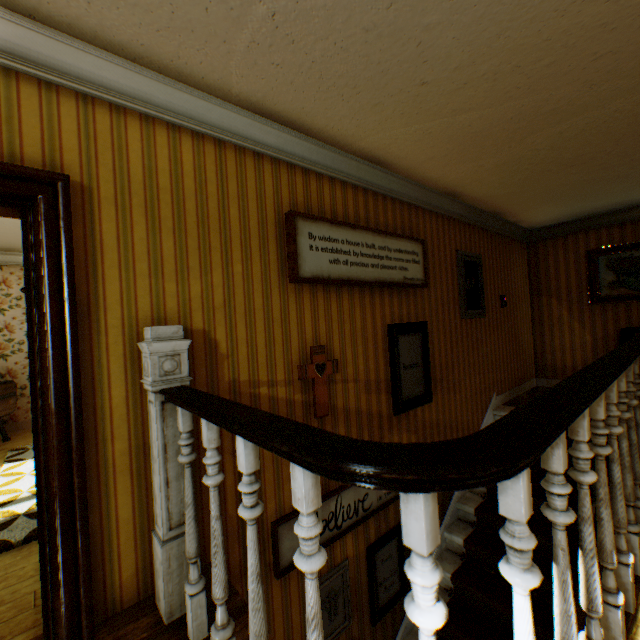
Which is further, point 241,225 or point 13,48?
A: point 241,225

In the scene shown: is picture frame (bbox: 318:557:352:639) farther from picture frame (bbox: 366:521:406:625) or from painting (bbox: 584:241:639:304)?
painting (bbox: 584:241:639:304)

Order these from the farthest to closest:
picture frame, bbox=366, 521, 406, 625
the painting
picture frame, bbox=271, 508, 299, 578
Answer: the painting < picture frame, bbox=366, 521, 406, 625 < picture frame, bbox=271, 508, 299, 578

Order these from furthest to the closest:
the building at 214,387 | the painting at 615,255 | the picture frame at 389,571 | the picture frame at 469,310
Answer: the painting at 615,255 < the picture frame at 469,310 < the picture frame at 389,571 < the building at 214,387

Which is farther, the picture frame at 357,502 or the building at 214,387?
the picture frame at 357,502

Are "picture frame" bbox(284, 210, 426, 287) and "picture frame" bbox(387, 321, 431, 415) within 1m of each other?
yes

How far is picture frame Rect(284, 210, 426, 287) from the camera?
2.7m

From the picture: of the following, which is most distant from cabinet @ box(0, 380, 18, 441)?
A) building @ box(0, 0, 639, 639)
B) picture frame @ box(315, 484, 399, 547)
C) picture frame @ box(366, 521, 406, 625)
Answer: picture frame @ box(366, 521, 406, 625)
